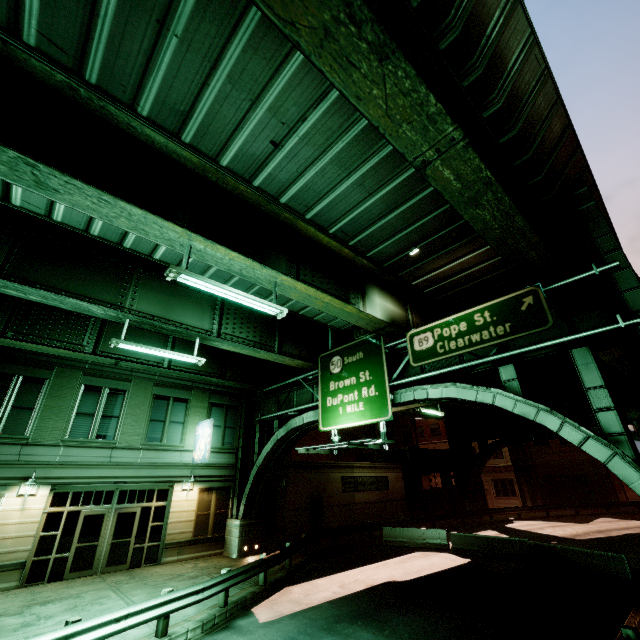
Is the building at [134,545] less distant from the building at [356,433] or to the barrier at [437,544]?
the building at [356,433]

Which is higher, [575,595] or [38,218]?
[38,218]

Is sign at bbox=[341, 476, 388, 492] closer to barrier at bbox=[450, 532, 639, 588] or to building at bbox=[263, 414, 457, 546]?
building at bbox=[263, 414, 457, 546]

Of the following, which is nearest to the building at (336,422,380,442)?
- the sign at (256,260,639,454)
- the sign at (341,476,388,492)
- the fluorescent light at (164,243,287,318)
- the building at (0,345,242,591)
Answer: the sign at (341,476,388,492)

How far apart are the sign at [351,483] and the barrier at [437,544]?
4.9 meters

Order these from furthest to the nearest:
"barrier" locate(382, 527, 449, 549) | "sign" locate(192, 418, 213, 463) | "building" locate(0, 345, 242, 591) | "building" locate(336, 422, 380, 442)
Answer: "building" locate(336, 422, 380, 442) → "barrier" locate(382, 527, 449, 549) → "sign" locate(192, 418, 213, 463) → "building" locate(0, 345, 242, 591)

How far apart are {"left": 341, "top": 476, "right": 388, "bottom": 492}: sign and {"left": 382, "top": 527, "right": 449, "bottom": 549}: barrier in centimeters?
489cm

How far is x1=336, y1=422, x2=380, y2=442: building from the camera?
35.12m
